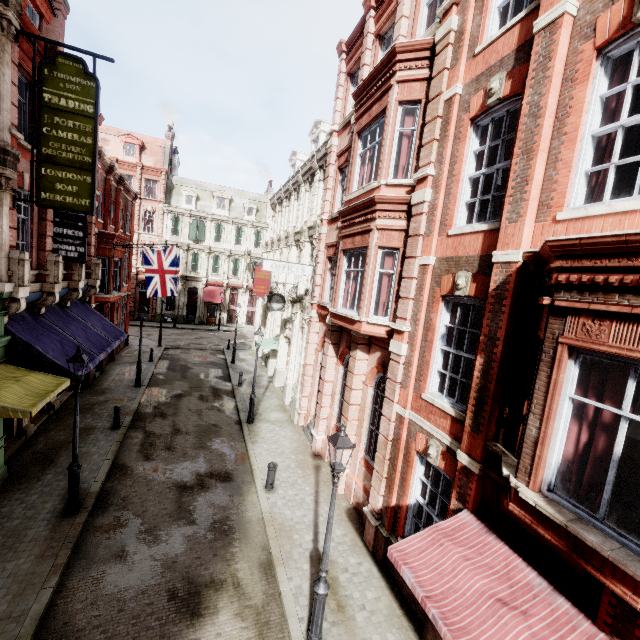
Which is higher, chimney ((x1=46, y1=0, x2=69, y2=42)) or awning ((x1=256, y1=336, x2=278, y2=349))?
chimney ((x1=46, y1=0, x2=69, y2=42))

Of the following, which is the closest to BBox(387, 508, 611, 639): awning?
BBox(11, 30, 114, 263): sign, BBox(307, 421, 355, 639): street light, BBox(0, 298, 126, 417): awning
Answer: BBox(307, 421, 355, 639): street light

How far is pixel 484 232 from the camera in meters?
6.6

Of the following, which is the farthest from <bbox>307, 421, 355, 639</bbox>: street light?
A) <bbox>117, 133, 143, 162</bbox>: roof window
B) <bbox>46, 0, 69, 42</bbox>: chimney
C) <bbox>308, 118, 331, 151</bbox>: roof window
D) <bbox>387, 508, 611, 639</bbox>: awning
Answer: <bbox>117, 133, 143, 162</bbox>: roof window

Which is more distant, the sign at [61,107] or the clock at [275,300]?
the clock at [275,300]

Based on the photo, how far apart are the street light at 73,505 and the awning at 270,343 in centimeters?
1244cm

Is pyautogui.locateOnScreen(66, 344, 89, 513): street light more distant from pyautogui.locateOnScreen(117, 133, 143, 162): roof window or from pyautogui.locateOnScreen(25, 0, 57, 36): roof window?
pyautogui.locateOnScreen(117, 133, 143, 162): roof window

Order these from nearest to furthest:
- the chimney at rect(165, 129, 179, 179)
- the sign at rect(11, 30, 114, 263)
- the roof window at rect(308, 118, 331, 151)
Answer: the sign at rect(11, 30, 114, 263)
the roof window at rect(308, 118, 331, 151)
the chimney at rect(165, 129, 179, 179)
